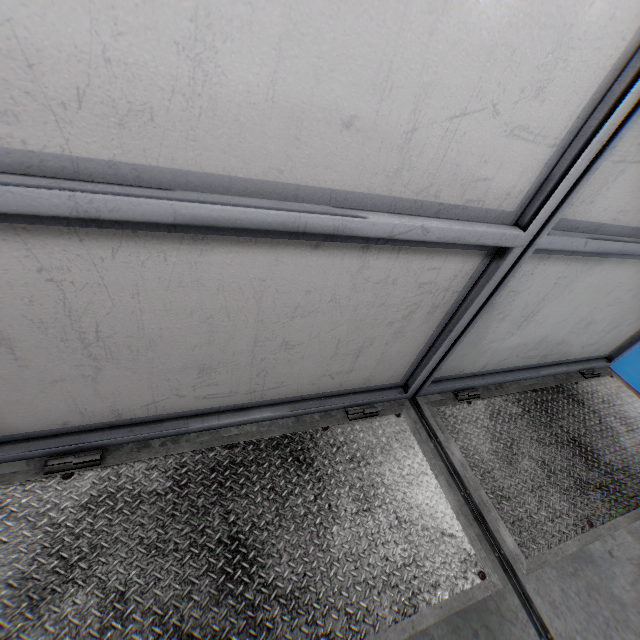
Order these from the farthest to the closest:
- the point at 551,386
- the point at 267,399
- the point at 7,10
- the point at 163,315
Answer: the point at 551,386 → the point at 267,399 → the point at 163,315 → the point at 7,10
